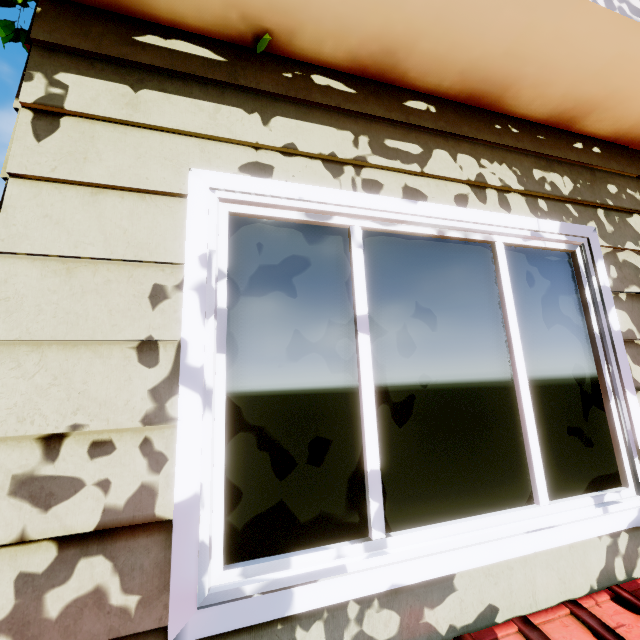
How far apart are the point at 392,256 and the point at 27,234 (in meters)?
1.23
